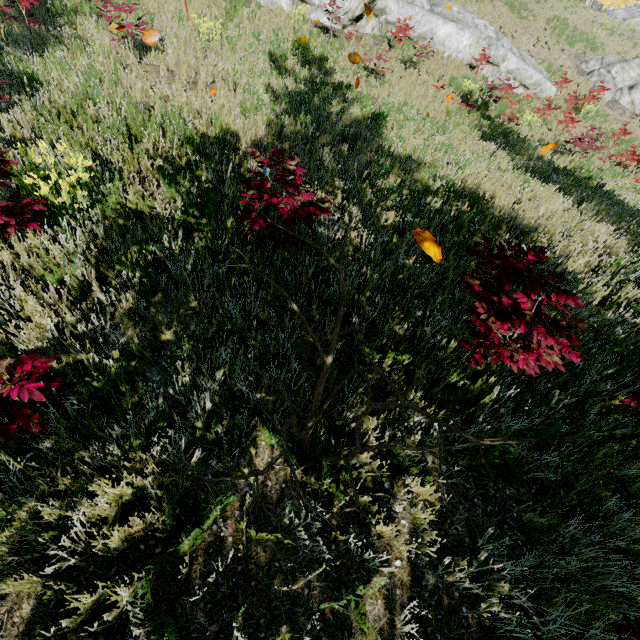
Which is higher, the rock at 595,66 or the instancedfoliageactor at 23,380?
the instancedfoliageactor at 23,380

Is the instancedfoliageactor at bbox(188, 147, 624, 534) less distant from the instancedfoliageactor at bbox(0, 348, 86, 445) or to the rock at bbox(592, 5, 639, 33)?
the instancedfoliageactor at bbox(0, 348, 86, 445)

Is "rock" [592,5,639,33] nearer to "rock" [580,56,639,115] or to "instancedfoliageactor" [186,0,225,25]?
"instancedfoliageactor" [186,0,225,25]

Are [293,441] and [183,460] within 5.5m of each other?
yes

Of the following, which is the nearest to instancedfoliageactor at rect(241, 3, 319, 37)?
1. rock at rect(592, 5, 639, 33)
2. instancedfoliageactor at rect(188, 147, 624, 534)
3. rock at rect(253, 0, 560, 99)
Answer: instancedfoliageactor at rect(188, 147, 624, 534)

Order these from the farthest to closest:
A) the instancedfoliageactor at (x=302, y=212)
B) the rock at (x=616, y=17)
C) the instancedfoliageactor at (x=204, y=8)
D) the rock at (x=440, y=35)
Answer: the rock at (x=616, y=17) → the rock at (x=440, y=35) → the instancedfoliageactor at (x=204, y=8) → the instancedfoliageactor at (x=302, y=212)

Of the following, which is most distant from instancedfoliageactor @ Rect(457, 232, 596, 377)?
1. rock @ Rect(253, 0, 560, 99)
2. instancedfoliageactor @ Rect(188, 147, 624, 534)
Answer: rock @ Rect(253, 0, 560, 99)

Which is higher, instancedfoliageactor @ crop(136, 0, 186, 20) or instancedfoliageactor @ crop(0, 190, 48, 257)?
instancedfoliageactor @ crop(0, 190, 48, 257)
